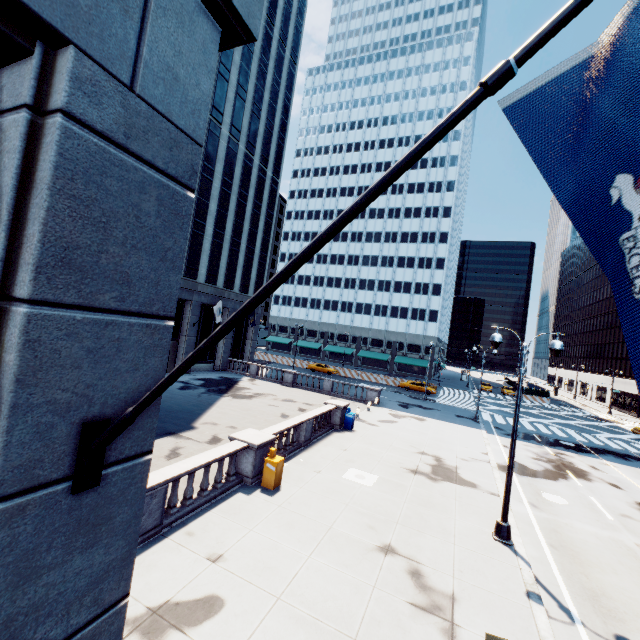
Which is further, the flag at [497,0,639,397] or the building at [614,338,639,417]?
the building at [614,338,639,417]

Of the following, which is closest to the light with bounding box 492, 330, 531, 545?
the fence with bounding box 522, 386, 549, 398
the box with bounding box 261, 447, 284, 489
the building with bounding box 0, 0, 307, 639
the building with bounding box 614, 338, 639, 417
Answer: the box with bounding box 261, 447, 284, 489

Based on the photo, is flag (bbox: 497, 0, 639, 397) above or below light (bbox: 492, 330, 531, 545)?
above

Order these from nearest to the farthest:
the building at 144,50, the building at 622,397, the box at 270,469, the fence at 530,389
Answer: the building at 144,50 < the box at 270,469 < the building at 622,397 < the fence at 530,389

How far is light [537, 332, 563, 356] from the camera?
11.1m

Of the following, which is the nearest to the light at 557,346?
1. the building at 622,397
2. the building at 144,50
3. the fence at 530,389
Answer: the building at 144,50

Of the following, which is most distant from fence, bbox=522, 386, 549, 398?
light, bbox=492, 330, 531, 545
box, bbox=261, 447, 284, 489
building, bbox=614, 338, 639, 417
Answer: box, bbox=261, 447, 284, 489

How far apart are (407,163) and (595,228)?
0.8m
